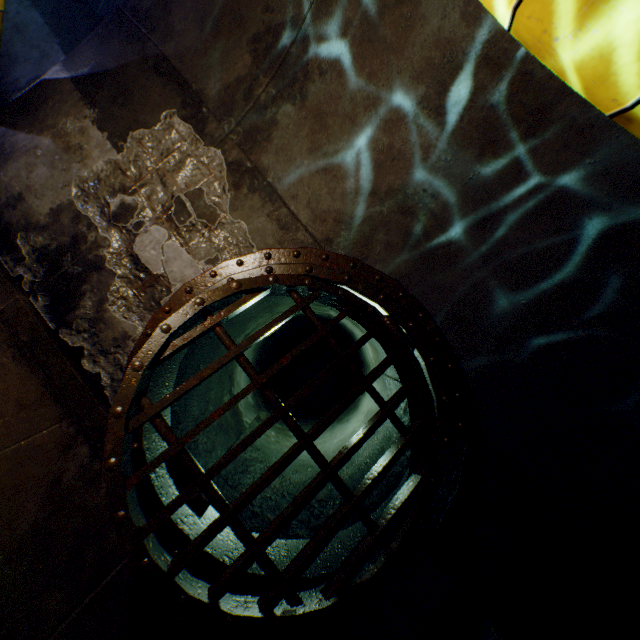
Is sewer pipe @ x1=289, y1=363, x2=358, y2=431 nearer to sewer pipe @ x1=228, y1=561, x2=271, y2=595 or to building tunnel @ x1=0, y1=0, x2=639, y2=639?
Result: sewer pipe @ x1=228, y1=561, x2=271, y2=595

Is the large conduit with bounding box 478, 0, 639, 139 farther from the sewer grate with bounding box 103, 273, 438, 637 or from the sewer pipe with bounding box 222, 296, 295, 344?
the sewer grate with bounding box 103, 273, 438, 637

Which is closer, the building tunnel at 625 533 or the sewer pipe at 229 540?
the building tunnel at 625 533

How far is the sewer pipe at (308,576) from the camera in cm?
267

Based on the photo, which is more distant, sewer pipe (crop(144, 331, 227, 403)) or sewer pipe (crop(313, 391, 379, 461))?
sewer pipe (crop(313, 391, 379, 461))

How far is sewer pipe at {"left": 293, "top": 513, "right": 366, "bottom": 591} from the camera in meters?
2.7

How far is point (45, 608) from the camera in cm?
210
